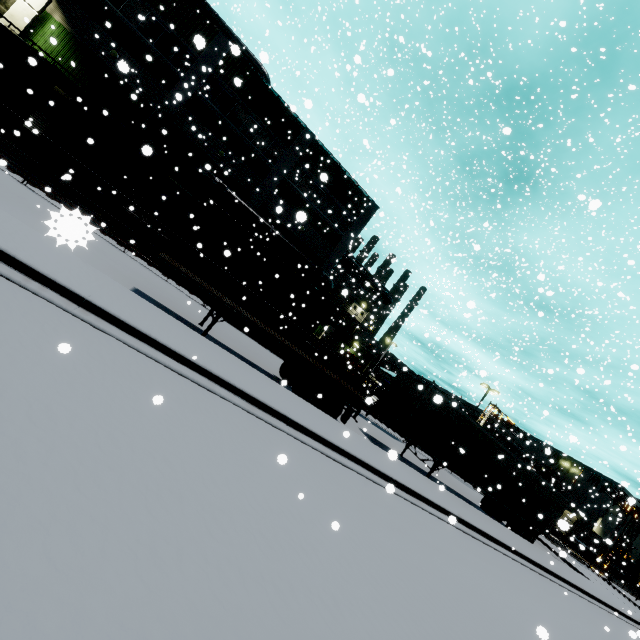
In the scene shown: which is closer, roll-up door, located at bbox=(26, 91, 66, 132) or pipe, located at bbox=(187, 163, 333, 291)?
roll-up door, located at bbox=(26, 91, 66, 132)

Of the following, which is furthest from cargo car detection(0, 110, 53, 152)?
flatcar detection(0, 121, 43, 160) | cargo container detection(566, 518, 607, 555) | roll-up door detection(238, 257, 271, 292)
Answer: cargo container detection(566, 518, 607, 555)

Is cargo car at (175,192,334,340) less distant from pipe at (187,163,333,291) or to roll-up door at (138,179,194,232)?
roll-up door at (138,179,194,232)

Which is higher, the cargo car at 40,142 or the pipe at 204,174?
the pipe at 204,174

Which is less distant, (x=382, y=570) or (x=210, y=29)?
(x=382, y=570)

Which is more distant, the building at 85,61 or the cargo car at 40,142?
the building at 85,61

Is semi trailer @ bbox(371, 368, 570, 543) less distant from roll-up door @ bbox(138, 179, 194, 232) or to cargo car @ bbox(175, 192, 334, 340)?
cargo car @ bbox(175, 192, 334, 340)

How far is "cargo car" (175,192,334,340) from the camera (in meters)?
19.31
